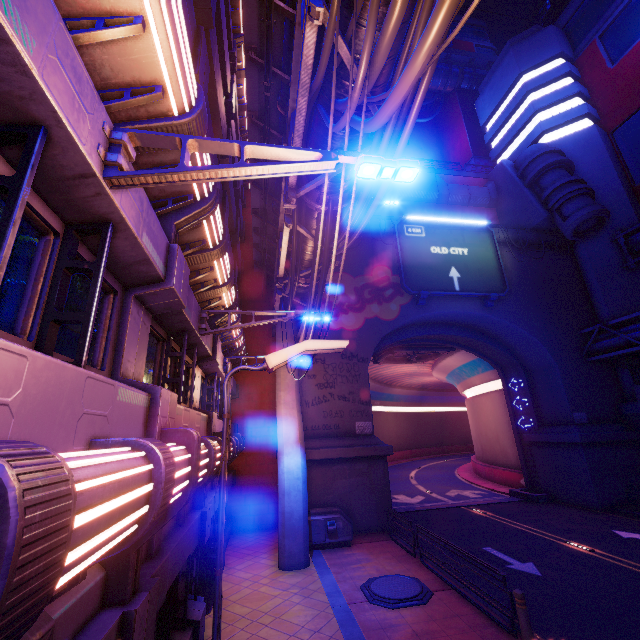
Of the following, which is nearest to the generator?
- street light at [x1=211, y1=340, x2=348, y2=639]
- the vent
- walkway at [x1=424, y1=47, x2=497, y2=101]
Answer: street light at [x1=211, y1=340, x2=348, y2=639]

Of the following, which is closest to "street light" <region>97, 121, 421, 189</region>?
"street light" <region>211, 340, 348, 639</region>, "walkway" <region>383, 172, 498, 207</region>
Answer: "street light" <region>211, 340, 348, 639</region>

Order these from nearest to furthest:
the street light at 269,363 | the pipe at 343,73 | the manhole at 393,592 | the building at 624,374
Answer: the street light at 269,363 → the pipe at 343,73 → the manhole at 393,592 → the building at 624,374

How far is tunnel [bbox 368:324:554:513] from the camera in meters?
23.1 m

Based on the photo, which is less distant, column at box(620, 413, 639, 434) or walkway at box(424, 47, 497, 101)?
column at box(620, 413, 639, 434)

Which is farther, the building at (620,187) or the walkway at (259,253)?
the building at (620,187)

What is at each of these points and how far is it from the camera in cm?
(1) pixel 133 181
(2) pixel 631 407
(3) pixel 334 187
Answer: (1) street light, 310
(2) walkway, 2031
(3) pipe, 848

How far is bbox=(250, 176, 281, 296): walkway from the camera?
13.6 meters
